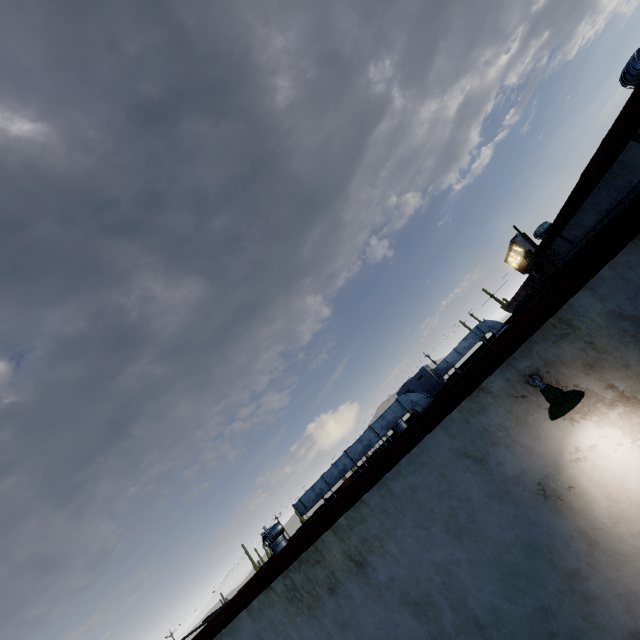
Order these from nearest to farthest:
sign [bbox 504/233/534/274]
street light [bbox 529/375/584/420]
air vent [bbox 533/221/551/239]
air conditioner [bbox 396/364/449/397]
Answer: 1. street light [bbox 529/375/584/420]
2. air vent [bbox 533/221/551/239]
3. air conditioner [bbox 396/364/449/397]
4. sign [bbox 504/233/534/274]

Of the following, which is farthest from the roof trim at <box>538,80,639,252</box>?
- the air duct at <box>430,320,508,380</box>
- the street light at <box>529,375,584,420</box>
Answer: the air duct at <box>430,320,508,380</box>

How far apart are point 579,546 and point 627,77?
6.19m

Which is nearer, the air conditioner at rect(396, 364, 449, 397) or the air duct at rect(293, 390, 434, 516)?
the air duct at rect(293, 390, 434, 516)

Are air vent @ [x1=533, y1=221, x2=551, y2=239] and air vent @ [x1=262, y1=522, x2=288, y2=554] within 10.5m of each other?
no

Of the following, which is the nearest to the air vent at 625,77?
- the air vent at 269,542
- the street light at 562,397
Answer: the street light at 562,397

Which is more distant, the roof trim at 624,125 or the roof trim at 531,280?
the roof trim at 531,280

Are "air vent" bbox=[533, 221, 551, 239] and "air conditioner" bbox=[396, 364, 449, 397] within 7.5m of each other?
yes
